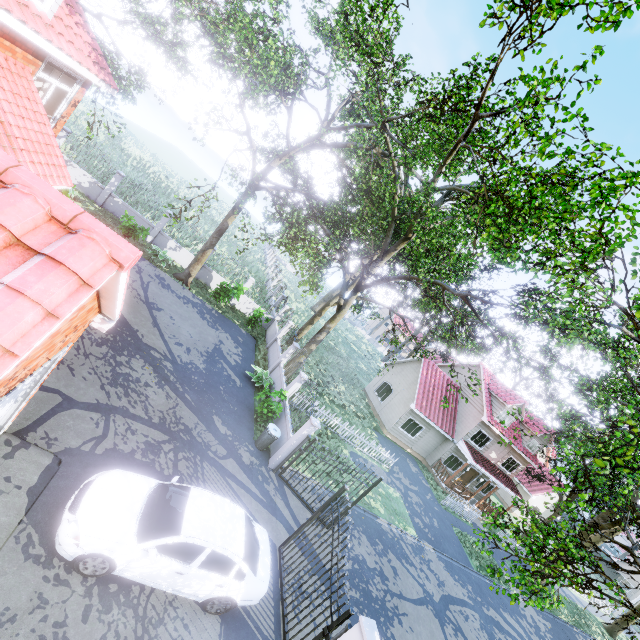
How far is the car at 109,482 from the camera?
5.8 meters

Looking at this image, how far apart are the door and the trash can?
21.7m

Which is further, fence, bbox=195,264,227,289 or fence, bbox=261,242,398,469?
fence, bbox=195,264,227,289

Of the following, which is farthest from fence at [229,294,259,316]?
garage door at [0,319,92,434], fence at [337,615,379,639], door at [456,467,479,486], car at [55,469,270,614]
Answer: door at [456,467,479,486]

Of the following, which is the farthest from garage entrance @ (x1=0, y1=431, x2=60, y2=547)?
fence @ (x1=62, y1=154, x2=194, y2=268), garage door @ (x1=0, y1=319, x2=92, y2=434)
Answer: fence @ (x1=62, y1=154, x2=194, y2=268)

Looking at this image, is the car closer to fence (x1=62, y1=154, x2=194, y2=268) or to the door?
fence (x1=62, y1=154, x2=194, y2=268)

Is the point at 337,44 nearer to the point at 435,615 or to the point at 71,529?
the point at 71,529

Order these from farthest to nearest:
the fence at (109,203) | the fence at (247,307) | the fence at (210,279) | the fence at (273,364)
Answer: the fence at (247,307), the fence at (210,279), the fence at (109,203), the fence at (273,364)
